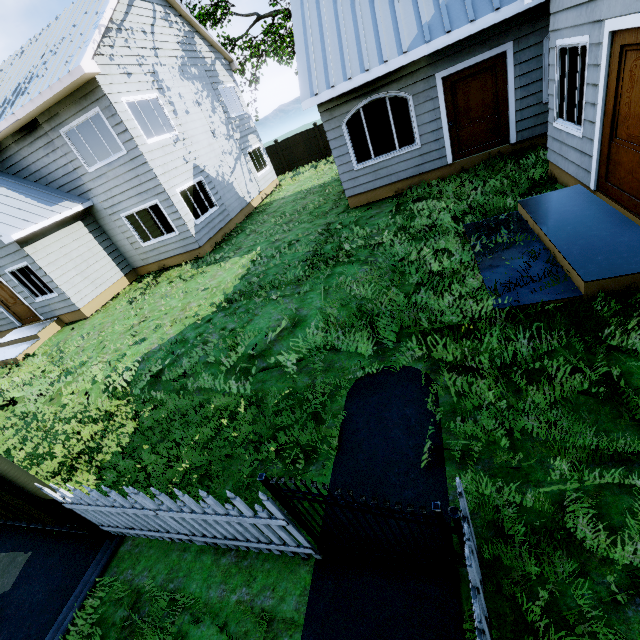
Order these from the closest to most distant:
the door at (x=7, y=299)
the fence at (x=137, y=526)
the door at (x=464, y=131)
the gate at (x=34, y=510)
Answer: the fence at (x=137, y=526)
the gate at (x=34, y=510)
the door at (x=464, y=131)
the door at (x=7, y=299)

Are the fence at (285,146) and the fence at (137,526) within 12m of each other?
no

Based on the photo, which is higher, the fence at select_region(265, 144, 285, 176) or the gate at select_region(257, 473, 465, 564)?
the fence at select_region(265, 144, 285, 176)

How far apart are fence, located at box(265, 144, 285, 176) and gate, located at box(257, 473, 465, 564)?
24.38m

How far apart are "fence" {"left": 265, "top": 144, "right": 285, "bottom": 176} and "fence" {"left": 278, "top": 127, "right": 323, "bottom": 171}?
0.2m

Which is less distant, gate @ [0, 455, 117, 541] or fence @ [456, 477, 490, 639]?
fence @ [456, 477, 490, 639]

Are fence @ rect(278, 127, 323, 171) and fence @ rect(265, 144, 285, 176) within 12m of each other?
yes

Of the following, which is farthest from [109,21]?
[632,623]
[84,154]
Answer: [632,623]
